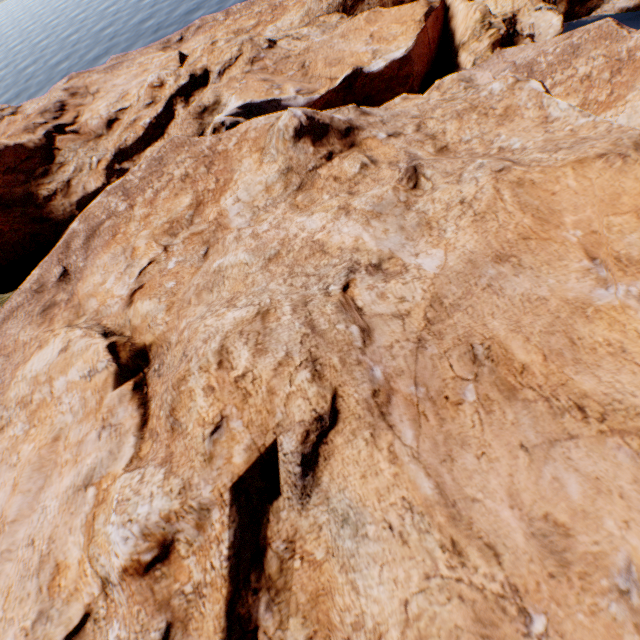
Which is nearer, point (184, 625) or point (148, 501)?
point (184, 625)
